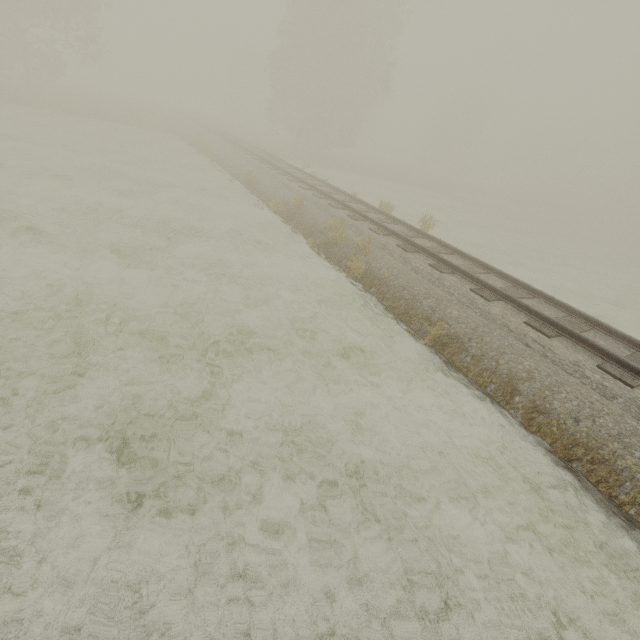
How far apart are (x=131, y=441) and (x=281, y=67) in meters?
37.6
